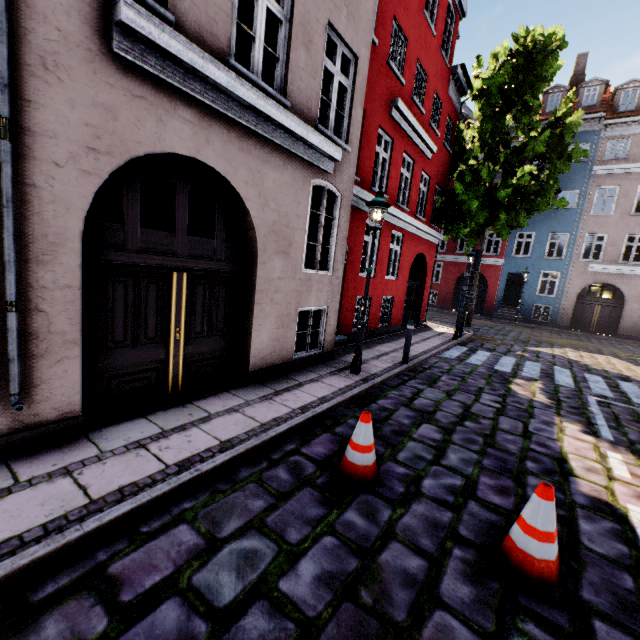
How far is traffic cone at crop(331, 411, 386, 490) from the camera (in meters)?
3.46

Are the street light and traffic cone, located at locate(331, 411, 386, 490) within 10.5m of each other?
yes

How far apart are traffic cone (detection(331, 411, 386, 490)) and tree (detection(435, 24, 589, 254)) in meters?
14.3 m

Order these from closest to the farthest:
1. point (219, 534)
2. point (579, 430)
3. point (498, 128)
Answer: point (219, 534)
point (579, 430)
point (498, 128)

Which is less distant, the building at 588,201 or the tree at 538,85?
the tree at 538,85

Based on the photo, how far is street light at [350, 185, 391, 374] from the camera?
6.3m

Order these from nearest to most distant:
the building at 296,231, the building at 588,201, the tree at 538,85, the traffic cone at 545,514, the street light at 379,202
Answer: the traffic cone at 545,514
the building at 296,231
the street light at 379,202
the tree at 538,85
the building at 588,201

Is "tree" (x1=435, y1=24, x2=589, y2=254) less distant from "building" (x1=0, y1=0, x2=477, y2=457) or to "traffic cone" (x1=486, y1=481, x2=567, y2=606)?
"building" (x1=0, y1=0, x2=477, y2=457)
